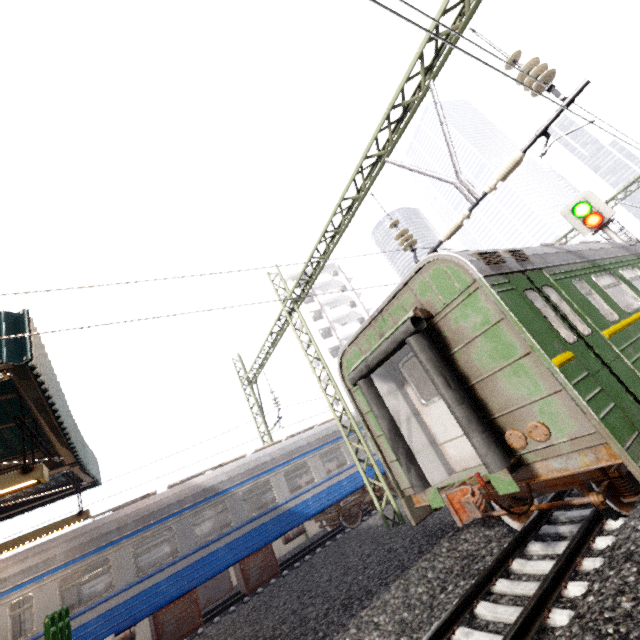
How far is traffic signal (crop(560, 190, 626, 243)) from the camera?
9.7 meters

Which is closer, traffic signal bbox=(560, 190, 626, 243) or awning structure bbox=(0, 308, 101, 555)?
awning structure bbox=(0, 308, 101, 555)

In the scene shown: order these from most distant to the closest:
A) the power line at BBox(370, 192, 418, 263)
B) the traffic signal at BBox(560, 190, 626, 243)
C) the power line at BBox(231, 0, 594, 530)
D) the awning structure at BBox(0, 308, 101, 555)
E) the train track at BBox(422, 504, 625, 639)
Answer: the traffic signal at BBox(560, 190, 626, 243) < the power line at BBox(370, 192, 418, 263) < the power line at BBox(231, 0, 594, 530) < the awning structure at BBox(0, 308, 101, 555) < the train track at BBox(422, 504, 625, 639)

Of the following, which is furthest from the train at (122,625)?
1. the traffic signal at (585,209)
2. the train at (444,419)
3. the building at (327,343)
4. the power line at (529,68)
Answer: the building at (327,343)

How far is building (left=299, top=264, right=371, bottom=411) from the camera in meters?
42.8

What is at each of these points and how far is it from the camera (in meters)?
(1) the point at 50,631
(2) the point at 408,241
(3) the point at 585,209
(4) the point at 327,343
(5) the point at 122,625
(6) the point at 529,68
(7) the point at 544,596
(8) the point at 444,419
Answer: (1) barrier, 5.41
(2) power line, 7.77
(3) traffic signal, 9.99
(4) building, 43.41
(5) train, 8.64
(6) power line, 5.38
(7) train track, 3.75
(8) train, 5.46

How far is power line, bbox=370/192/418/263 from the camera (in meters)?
7.79

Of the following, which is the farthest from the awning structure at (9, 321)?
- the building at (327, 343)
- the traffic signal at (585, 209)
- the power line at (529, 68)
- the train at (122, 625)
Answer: the building at (327, 343)
